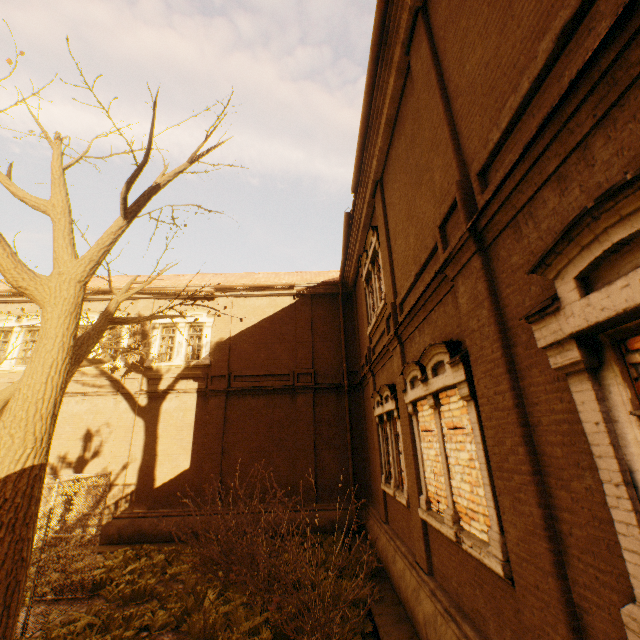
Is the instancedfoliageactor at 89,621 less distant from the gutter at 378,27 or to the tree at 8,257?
the tree at 8,257

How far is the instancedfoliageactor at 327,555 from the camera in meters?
7.7 m

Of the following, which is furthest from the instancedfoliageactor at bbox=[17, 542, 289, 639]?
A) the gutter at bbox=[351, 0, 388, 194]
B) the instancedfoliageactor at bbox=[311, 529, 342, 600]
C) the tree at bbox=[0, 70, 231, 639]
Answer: the gutter at bbox=[351, 0, 388, 194]

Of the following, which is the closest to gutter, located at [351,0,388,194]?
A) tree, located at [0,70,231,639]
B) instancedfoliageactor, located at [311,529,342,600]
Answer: tree, located at [0,70,231,639]

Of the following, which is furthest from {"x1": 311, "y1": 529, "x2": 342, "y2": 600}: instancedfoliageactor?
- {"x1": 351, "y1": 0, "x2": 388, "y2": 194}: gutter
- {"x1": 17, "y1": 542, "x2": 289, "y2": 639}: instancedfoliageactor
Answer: {"x1": 351, "y1": 0, "x2": 388, "y2": 194}: gutter

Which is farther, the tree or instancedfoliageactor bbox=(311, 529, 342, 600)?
instancedfoliageactor bbox=(311, 529, 342, 600)

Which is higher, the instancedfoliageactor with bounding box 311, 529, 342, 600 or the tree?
the tree

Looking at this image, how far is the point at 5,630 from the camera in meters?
4.2 m
